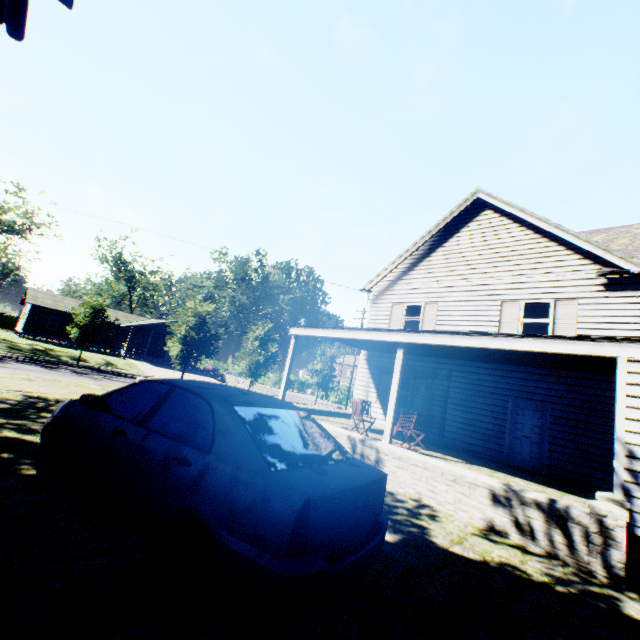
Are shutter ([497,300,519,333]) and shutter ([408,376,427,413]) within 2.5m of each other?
no

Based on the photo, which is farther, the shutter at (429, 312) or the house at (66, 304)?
the house at (66, 304)

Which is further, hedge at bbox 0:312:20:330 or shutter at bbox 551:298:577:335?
hedge at bbox 0:312:20:330

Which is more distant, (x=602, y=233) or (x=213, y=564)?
(x=602, y=233)

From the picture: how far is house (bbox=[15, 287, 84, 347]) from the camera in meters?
38.9

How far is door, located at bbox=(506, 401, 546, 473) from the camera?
10.8 meters

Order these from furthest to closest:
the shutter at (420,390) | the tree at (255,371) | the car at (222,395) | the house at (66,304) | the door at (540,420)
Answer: the house at (66,304) < the tree at (255,371) < the shutter at (420,390) < the door at (540,420) < the car at (222,395)

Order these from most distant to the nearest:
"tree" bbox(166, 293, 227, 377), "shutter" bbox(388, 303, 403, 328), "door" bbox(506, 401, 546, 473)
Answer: "tree" bbox(166, 293, 227, 377) < "shutter" bbox(388, 303, 403, 328) < "door" bbox(506, 401, 546, 473)
